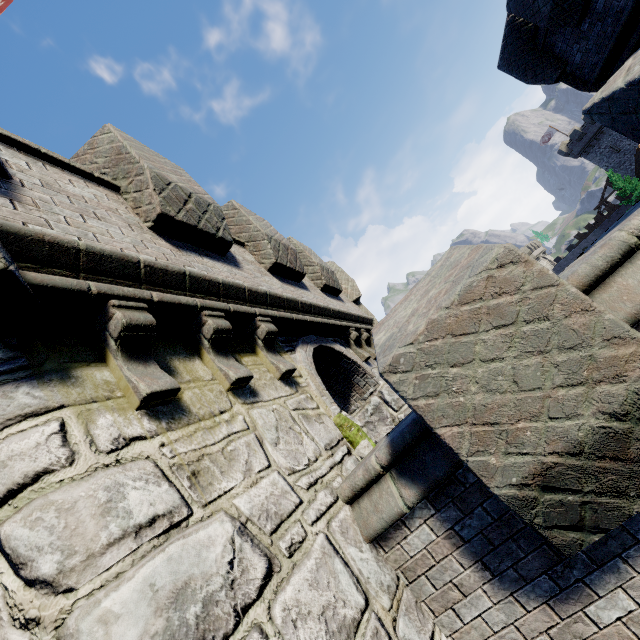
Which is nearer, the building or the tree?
the building

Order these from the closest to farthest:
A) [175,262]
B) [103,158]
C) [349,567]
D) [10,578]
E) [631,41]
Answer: [10,578] → [349,567] → [175,262] → [103,158] → [631,41]

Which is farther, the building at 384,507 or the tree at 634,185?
the tree at 634,185
